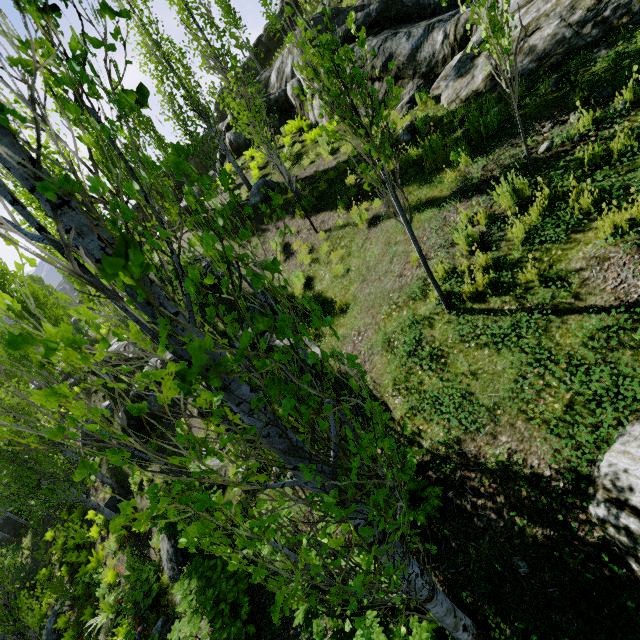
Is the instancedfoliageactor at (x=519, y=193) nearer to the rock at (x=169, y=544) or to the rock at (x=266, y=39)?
the rock at (x=169, y=544)

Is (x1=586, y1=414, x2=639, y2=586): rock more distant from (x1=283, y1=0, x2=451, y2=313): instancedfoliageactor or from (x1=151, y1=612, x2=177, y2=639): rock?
(x1=151, y1=612, x2=177, y2=639): rock

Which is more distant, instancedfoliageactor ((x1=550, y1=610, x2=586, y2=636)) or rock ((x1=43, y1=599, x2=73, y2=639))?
rock ((x1=43, y1=599, x2=73, y2=639))

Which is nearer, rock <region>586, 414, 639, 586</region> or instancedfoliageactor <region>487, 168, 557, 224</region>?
rock <region>586, 414, 639, 586</region>

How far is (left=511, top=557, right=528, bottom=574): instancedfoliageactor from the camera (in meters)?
3.20

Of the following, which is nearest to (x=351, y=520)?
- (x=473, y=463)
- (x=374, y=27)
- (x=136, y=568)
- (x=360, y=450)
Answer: (x=360, y=450)

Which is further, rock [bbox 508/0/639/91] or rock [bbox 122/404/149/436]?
rock [bbox 122/404/149/436]

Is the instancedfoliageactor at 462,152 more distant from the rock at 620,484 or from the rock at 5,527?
the rock at 5,527
